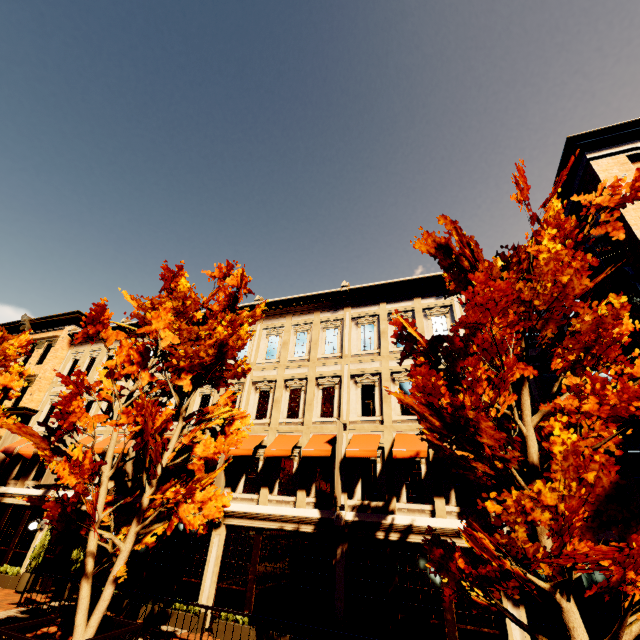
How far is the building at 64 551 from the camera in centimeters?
1434cm

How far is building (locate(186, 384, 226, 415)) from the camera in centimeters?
1608cm

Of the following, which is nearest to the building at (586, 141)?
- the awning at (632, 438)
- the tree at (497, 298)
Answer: the awning at (632, 438)

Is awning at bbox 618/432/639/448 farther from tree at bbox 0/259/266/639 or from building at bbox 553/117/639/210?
tree at bbox 0/259/266/639

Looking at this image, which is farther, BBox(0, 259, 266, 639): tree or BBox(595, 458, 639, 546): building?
BBox(595, 458, 639, 546): building

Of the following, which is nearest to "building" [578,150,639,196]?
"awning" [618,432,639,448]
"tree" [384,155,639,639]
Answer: "awning" [618,432,639,448]

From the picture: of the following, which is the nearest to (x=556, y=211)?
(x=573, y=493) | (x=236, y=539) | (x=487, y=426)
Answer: (x=487, y=426)
